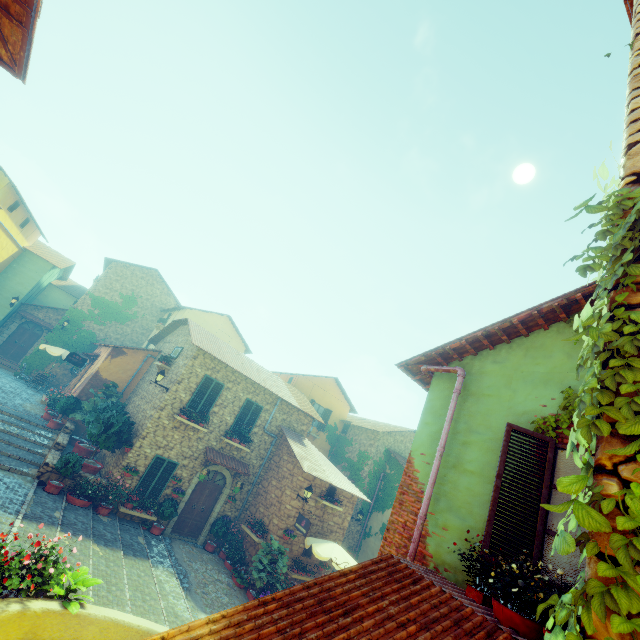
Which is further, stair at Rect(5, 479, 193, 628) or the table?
→ the table

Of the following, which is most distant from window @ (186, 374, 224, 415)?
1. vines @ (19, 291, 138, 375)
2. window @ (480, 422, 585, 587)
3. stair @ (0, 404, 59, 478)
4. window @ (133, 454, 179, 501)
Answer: vines @ (19, 291, 138, 375)

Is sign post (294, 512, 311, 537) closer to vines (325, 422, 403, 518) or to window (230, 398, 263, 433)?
window (230, 398, 263, 433)

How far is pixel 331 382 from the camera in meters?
24.4 m

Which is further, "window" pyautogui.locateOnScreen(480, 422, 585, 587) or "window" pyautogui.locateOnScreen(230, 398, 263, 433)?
"window" pyautogui.locateOnScreen(230, 398, 263, 433)

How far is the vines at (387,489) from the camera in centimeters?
2041cm

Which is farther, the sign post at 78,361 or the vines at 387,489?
the vines at 387,489

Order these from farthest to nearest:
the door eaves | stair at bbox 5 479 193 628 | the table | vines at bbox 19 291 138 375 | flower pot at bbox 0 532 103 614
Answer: vines at bbox 19 291 138 375
the door eaves
the table
stair at bbox 5 479 193 628
flower pot at bbox 0 532 103 614
